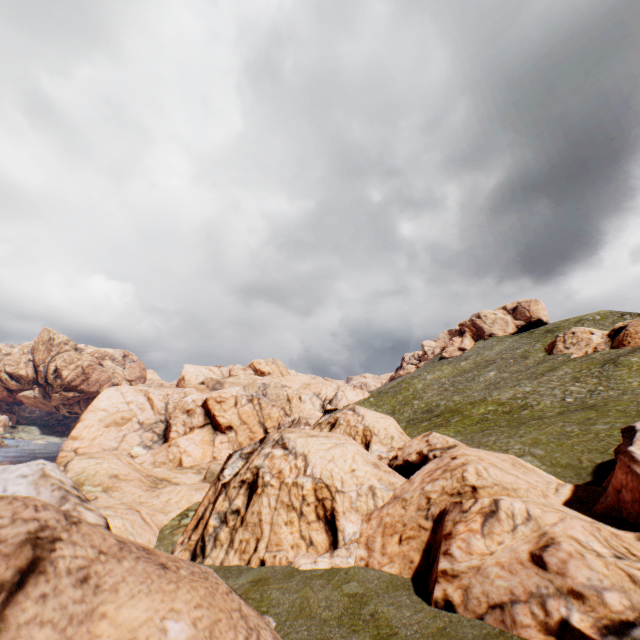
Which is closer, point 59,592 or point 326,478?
point 59,592

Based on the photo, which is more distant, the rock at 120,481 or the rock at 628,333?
the rock at 628,333

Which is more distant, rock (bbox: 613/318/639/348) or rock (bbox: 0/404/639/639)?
rock (bbox: 613/318/639/348)

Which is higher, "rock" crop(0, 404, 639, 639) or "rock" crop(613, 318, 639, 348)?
"rock" crop(613, 318, 639, 348)

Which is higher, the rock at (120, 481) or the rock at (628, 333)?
the rock at (628, 333)
